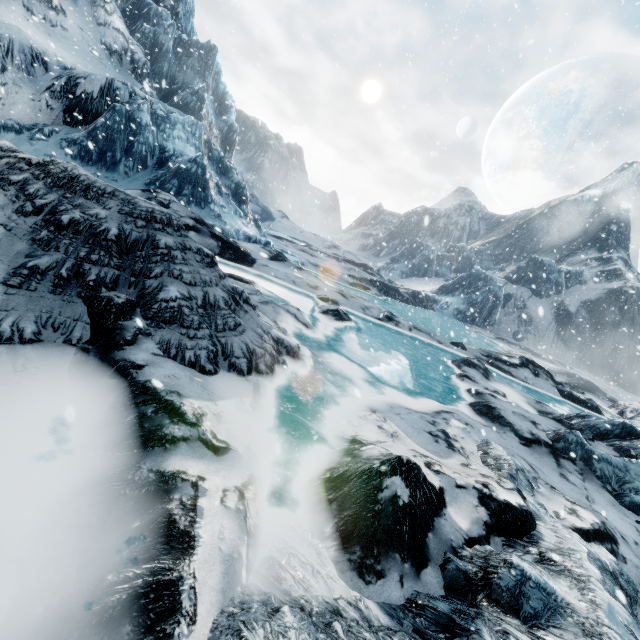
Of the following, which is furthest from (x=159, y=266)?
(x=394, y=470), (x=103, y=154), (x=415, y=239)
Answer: (x=415, y=239)
